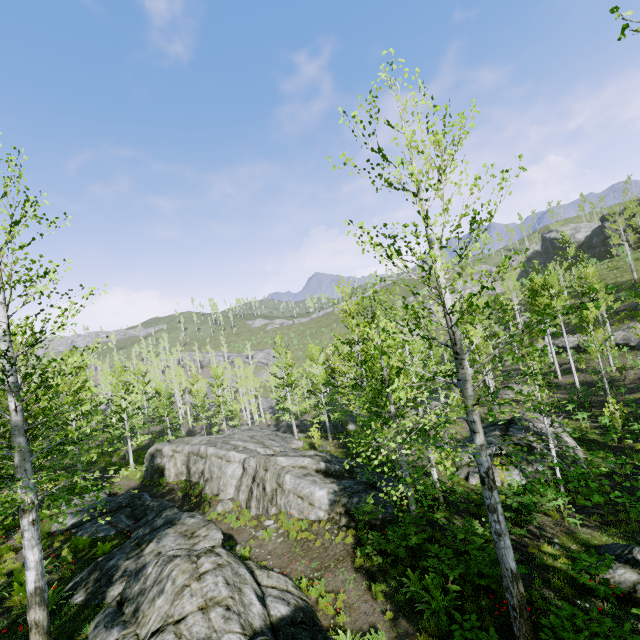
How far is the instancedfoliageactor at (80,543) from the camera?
11.7m

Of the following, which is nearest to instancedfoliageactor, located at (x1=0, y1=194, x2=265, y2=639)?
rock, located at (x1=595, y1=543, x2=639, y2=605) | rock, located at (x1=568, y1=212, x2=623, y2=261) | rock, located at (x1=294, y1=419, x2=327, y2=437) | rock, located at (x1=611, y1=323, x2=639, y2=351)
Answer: rock, located at (x1=294, y1=419, x2=327, y2=437)

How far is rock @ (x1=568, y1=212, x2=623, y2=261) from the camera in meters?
50.1 m

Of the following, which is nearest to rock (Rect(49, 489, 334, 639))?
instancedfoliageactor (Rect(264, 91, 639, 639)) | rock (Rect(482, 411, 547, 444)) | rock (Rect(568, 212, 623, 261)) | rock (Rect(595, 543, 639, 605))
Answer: instancedfoliageactor (Rect(264, 91, 639, 639))

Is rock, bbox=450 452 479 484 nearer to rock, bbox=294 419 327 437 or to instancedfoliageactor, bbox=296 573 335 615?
rock, bbox=294 419 327 437

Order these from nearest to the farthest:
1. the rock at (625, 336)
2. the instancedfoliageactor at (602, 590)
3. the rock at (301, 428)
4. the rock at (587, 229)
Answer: the instancedfoliageactor at (602, 590) → the rock at (625, 336) → the rock at (301, 428) → the rock at (587, 229)

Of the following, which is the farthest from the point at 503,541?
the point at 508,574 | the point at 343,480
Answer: the point at 343,480

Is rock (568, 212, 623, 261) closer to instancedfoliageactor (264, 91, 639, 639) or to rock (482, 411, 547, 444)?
instancedfoliageactor (264, 91, 639, 639)
